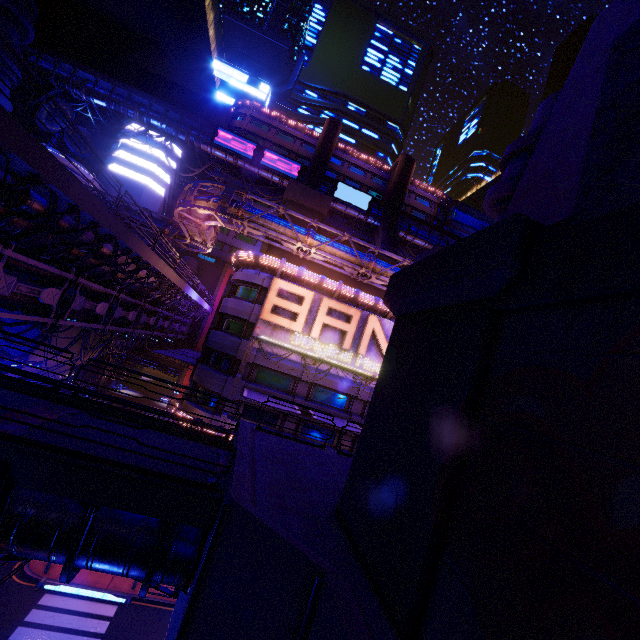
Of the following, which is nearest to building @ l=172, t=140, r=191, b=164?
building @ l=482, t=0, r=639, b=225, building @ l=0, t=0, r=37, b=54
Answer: building @ l=0, t=0, r=37, b=54

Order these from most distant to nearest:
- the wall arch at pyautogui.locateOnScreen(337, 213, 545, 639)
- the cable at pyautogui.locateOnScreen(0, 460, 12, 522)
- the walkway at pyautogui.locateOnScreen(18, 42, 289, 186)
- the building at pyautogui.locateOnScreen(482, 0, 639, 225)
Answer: the walkway at pyautogui.locateOnScreen(18, 42, 289, 186) < the building at pyautogui.locateOnScreen(482, 0, 639, 225) < the cable at pyautogui.locateOnScreen(0, 460, 12, 522) < the wall arch at pyautogui.locateOnScreen(337, 213, 545, 639)

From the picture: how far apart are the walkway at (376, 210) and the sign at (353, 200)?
0.1 meters

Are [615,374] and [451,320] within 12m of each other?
yes

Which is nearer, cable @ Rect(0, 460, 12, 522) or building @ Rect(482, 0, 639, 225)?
cable @ Rect(0, 460, 12, 522)

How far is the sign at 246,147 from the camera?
51.3 meters

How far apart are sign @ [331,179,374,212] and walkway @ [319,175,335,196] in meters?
0.1 m

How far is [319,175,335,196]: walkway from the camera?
55.1 meters
